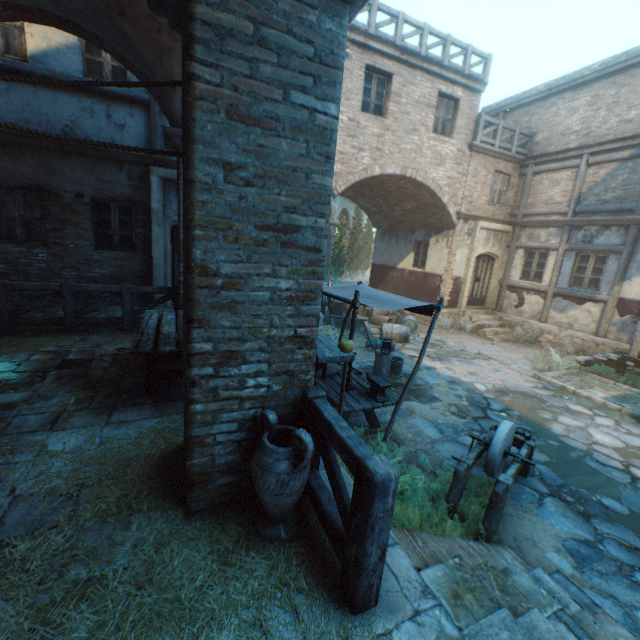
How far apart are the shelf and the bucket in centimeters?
521cm

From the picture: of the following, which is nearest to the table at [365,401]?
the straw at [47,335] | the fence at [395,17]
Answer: the straw at [47,335]

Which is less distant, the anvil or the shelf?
the shelf

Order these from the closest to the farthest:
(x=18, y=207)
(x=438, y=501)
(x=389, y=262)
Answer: (x=438, y=501) < (x=18, y=207) < (x=389, y=262)

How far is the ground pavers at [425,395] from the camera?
7.2m

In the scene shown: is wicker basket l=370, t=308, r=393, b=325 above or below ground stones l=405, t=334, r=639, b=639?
above

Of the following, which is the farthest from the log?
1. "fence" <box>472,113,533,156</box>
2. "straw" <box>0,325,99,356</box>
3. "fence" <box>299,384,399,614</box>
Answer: "fence" <box>472,113,533,156</box>

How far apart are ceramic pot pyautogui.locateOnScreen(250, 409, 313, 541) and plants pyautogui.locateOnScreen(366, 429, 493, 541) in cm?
86
